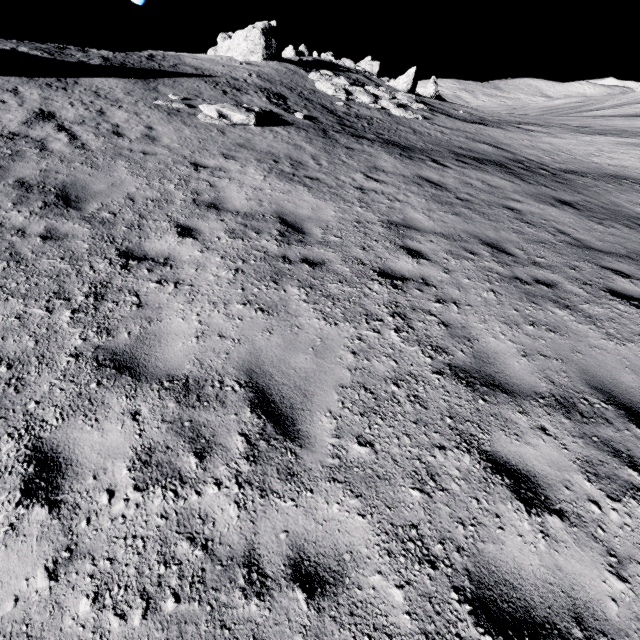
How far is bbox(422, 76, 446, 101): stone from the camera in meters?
37.1

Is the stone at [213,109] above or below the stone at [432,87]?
below

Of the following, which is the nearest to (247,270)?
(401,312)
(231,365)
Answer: (231,365)

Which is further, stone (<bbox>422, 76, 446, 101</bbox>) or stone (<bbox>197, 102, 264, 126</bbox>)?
stone (<bbox>422, 76, 446, 101</bbox>)

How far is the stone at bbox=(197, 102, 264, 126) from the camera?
10.8m

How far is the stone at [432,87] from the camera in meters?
37.1

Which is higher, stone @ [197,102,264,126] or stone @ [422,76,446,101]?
stone @ [422,76,446,101]
